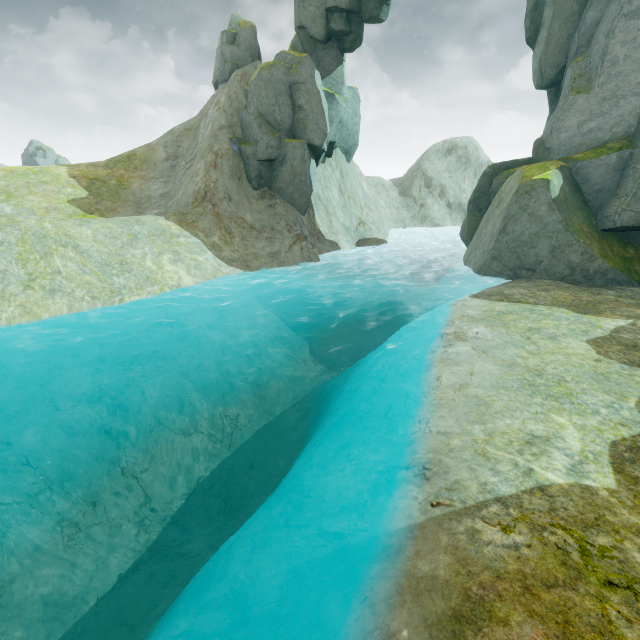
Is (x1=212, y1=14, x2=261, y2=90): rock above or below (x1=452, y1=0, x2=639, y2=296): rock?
above

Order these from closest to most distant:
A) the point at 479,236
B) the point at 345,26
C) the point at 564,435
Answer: the point at 564,435, the point at 479,236, the point at 345,26

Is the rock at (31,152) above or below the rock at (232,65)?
below

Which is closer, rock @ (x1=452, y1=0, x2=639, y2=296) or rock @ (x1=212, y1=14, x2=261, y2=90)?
rock @ (x1=452, y1=0, x2=639, y2=296)

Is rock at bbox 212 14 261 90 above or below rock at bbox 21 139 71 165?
above

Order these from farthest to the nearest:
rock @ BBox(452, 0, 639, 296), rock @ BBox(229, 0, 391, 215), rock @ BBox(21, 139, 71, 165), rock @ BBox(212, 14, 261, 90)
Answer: rock @ BBox(21, 139, 71, 165)
rock @ BBox(212, 14, 261, 90)
rock @ BBox(229, 0, 391, 215)
rock @ BBox(452, 0, 639, 296)

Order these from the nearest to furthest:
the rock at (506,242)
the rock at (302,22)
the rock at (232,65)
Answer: the rock at (506,242)
the rock at (302,22)
the rock at (232,65)
